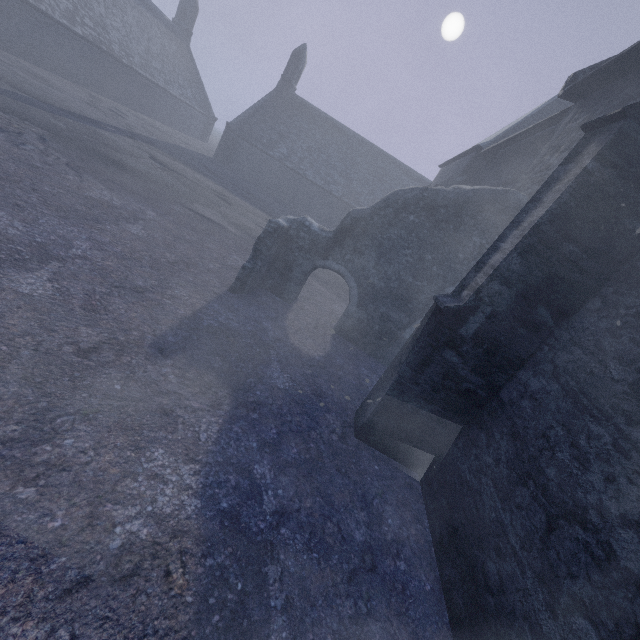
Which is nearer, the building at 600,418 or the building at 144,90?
the building at 600,418

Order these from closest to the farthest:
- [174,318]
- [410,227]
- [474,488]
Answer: [474,488] → [174,318] → [410,227]

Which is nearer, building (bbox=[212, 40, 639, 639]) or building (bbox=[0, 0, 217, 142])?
building (bbox=[212, 40, 639, 639])
